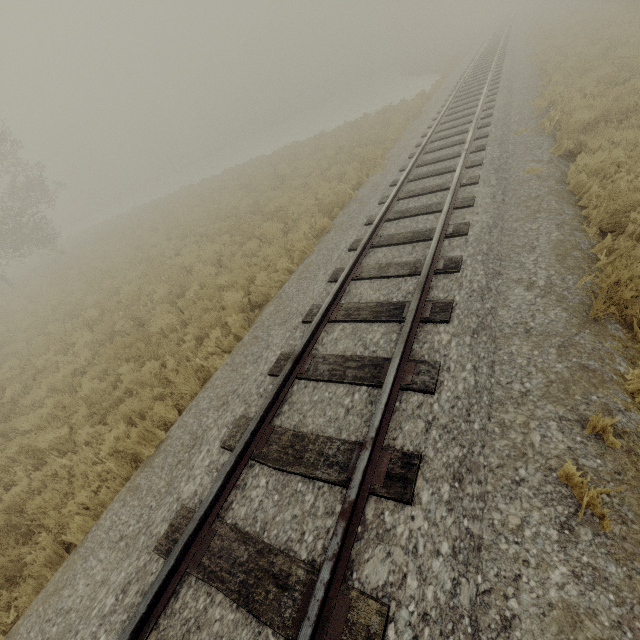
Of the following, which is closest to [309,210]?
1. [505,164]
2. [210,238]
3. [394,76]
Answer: [210,238]
